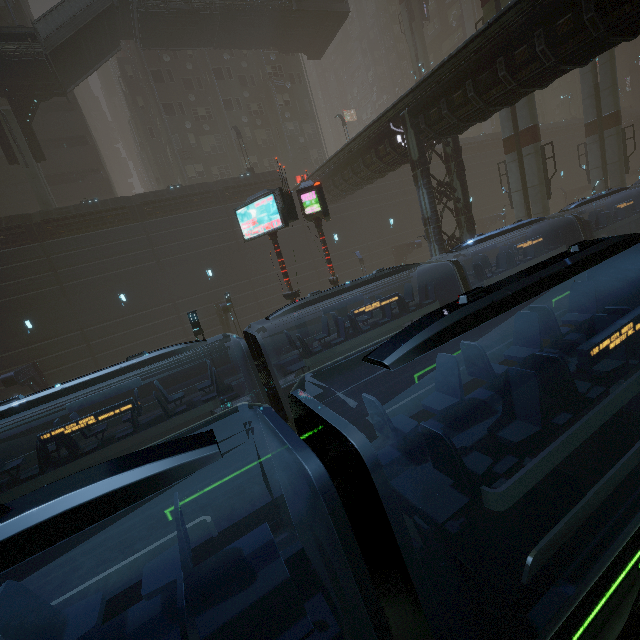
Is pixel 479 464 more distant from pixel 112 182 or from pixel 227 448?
pixel 112 182

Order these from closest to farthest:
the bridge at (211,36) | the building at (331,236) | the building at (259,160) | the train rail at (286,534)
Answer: the train rail at (286,534)
the building at (331,236)
the building at (259,160)
the bridge at (211,36)

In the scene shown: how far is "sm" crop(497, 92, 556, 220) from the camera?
20.30m

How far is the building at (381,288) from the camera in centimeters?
3188cm

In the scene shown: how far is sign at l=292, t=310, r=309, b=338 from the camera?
15.26m

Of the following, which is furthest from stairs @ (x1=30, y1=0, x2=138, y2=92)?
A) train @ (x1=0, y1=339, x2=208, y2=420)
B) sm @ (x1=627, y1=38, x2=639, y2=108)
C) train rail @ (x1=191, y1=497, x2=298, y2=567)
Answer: sm @ (x1=627, y1=38, x2=639, y2=108)

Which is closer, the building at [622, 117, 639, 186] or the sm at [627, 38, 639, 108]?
the building at [622, 117, 639, 186]
